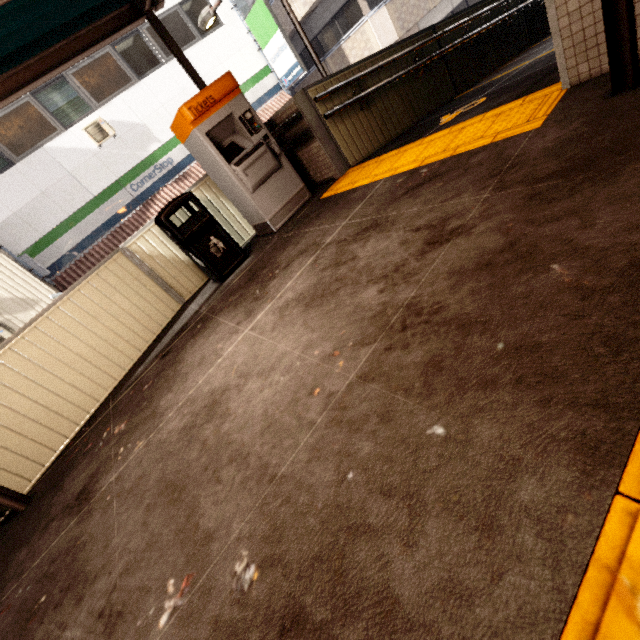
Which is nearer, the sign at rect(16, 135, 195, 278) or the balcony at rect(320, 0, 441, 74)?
the sign at rect(16, 135, 195, 278)

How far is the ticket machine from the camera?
4.1 meters

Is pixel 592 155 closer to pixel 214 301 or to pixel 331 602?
pixel 331 602

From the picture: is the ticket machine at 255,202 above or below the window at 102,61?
below

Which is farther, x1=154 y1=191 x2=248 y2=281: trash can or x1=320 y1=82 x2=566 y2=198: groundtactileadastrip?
x1=154 y1=191 x2=248 y2=281: trash can

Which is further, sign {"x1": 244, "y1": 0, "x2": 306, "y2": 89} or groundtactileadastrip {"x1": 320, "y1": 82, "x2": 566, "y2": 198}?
sign {"x1": 244, "y1": 0, "x2": 306, "y2": 89}

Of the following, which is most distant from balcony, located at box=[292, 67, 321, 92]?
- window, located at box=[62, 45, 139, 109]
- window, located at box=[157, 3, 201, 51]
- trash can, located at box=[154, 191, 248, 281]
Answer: trash can, located at box=[154, 191, 248, 281]

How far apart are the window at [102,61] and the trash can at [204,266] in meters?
9.4
